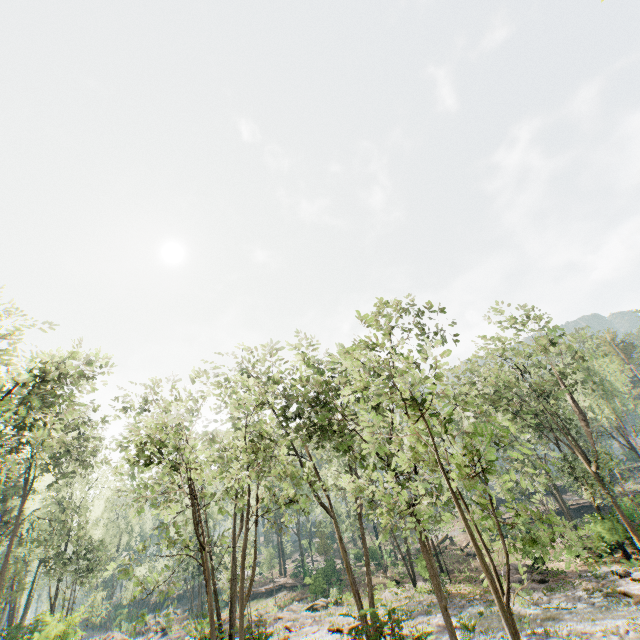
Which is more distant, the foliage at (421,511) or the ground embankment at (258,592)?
the ground embankment at (258,592)

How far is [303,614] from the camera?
29.4m

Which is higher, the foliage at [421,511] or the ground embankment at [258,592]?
the foliage at [421,511]

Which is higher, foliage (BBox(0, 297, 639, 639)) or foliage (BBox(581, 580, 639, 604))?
foliage (BBox(0, 297, 639, 639))

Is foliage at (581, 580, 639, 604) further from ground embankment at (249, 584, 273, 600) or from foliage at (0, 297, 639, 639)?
ground embankment at (249, 584, 273, 600)

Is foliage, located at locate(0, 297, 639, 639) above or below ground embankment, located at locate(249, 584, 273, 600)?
above

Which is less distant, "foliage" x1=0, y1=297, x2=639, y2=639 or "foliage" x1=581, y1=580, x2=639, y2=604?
"foliage" x1=0, y1=297, x2=639, y2=639
